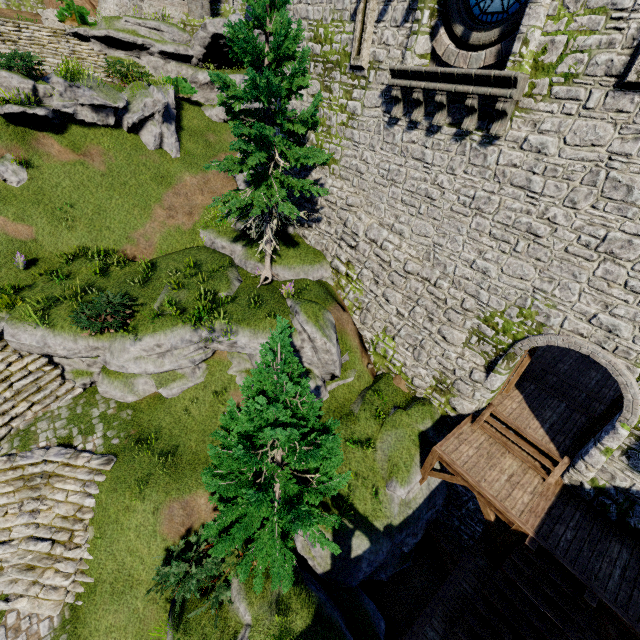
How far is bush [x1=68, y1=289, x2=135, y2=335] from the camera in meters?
10.9

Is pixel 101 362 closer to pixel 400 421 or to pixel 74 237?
pixel 74 237

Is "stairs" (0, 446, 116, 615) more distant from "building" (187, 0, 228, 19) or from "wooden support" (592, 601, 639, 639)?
"building" (187, 0, 228, 19)

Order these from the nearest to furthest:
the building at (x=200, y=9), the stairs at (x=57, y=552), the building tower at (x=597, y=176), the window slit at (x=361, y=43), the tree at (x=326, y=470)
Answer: the tree at (x=326, y=470), the building tower at (x=597, y=176), the stairs at (x=57, y=552), the window slit at (x=361, y=43), the building at (x=200, y=9)

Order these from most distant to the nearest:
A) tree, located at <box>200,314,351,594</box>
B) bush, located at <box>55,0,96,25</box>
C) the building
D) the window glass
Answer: the building → bush, located at <box>55,0,96,25</box> → the window glass → tree, located at <box>200,314,351,594</box>

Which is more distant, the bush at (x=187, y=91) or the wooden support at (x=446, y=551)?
the bush at (x=187, y=91)

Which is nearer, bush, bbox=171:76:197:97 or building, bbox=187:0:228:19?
bush, bbox=171:76:197:97

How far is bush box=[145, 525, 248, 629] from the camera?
8.6m
